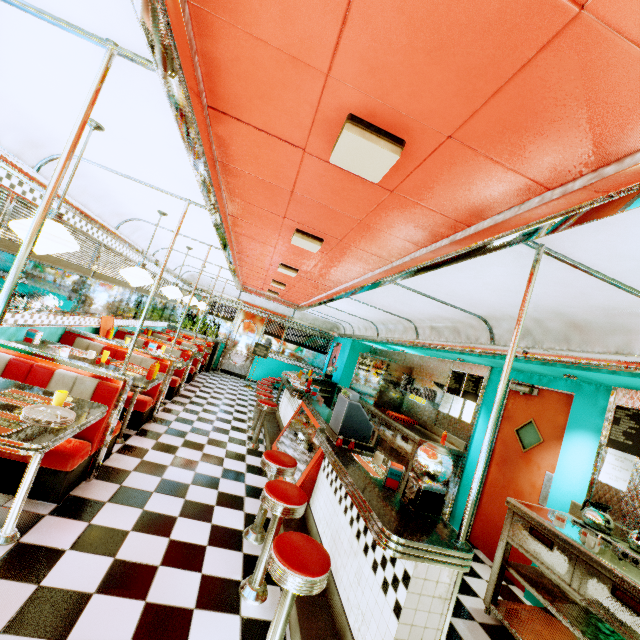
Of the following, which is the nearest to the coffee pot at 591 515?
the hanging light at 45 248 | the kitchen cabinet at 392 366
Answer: the kitchen cabinet at 392 366

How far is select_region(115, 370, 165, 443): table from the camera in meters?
3.9

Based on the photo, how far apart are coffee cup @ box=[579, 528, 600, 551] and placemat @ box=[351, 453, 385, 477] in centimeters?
161cm

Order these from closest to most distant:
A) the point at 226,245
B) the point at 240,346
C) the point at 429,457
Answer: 1. the point at 429,457
2. the point at 226,245
3. the point at 240,346

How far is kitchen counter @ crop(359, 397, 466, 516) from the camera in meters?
5.3 m

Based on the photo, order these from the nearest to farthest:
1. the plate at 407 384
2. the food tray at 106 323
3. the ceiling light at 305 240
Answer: the ceiling light at 305 240 < the food tray at 106 323 < the plate at 407 384

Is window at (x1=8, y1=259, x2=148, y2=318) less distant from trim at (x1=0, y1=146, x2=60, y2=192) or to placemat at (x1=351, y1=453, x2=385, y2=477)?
trim at (x1=0, y1=146, x2=60, y2=192)

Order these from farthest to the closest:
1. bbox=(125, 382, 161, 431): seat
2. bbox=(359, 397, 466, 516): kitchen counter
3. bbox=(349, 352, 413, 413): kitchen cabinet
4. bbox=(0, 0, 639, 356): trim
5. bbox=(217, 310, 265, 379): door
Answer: bbox=(217, 310, 265, 379): door < bbox=(349, 352, 413, 413): kitchen cabinet < bbox=(359, 397, 466, 516): kitchen counter < bbox=(125, 382, 161, 431): seat < bbox=(0, 0, 639, 356): trim
